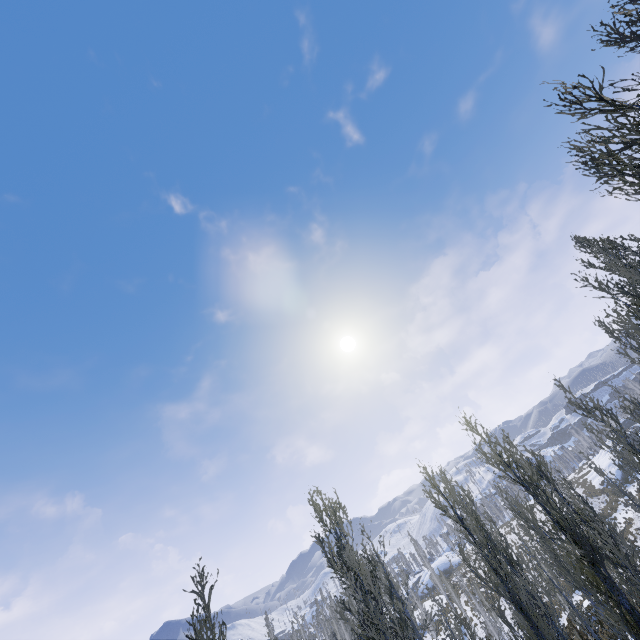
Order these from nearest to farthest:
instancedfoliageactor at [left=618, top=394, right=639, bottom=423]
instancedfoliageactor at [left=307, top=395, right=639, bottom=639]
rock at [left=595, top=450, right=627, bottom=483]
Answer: instancedfoliageactor at [left=307, top=395, right=639, bottom=639]
instancedfoliageactor at [left=618, top=394, right=639, bottom=423]
rock at [left=595, top=450, right=627, bottom=483]

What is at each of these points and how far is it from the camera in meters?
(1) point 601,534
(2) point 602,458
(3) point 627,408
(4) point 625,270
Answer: (1) instancedfoliageactor, 13.4
(2) rock, 56.4
(3) instancedfoliageactor, 20.6
(4) instancedfoliageactor, 14.5

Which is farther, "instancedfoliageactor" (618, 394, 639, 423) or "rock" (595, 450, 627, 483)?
"rock" (595, 450, 627, 483)

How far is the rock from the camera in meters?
46.3

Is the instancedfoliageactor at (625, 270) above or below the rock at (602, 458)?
above

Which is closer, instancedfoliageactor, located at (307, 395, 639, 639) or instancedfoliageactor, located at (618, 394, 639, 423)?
instancedfoliageactor, located at (307, 395, 639, 639)

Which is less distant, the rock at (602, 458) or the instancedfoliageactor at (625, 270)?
the instancedfoliageactor at (625, 270)
